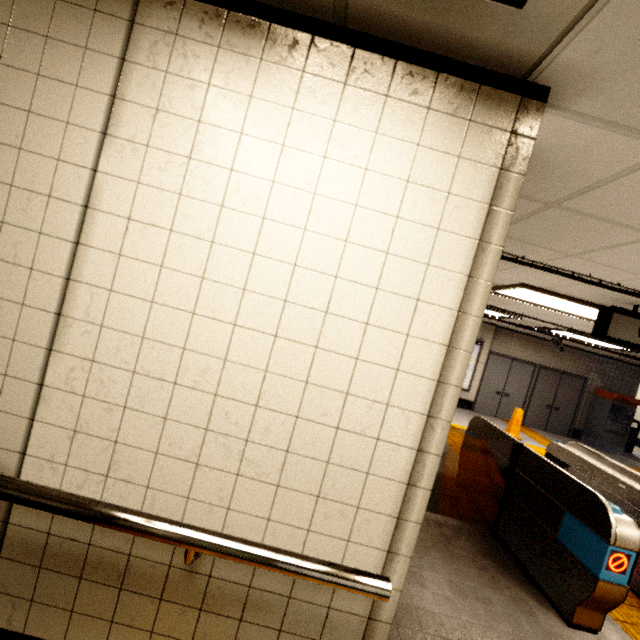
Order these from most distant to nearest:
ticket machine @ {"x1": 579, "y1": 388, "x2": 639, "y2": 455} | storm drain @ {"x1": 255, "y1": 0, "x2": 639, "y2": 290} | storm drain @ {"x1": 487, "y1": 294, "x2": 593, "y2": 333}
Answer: ticket machine @ {"x1": 579, "y1": 388, "x2": 639, "y2": 455}, storm drain @ {"x1": 487, "y1": 294, "x2": 593, "y2": 333}, storm drain @ {"x1": 255, "y1": 0, "x2": 639, "y2": 290}

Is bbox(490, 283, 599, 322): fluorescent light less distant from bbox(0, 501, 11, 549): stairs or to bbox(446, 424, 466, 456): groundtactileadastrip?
bbox(446, 424, 466, 456): groundtactileadastrip

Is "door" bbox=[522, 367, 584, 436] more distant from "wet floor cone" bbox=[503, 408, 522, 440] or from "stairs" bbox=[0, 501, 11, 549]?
"stairs" bbox=[0, 501, 11, 549]

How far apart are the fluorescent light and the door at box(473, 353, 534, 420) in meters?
5.6 m

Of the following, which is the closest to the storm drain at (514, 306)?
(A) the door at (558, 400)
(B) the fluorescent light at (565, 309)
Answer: (B) the fluorescent light at (565, 309)

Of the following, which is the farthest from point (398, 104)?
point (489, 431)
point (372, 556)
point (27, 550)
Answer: point (489, 431)

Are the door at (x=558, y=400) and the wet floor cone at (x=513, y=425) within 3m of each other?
yes

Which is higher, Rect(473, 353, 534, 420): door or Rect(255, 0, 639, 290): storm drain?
Rect(255, 0, 639, 290): storm drain
